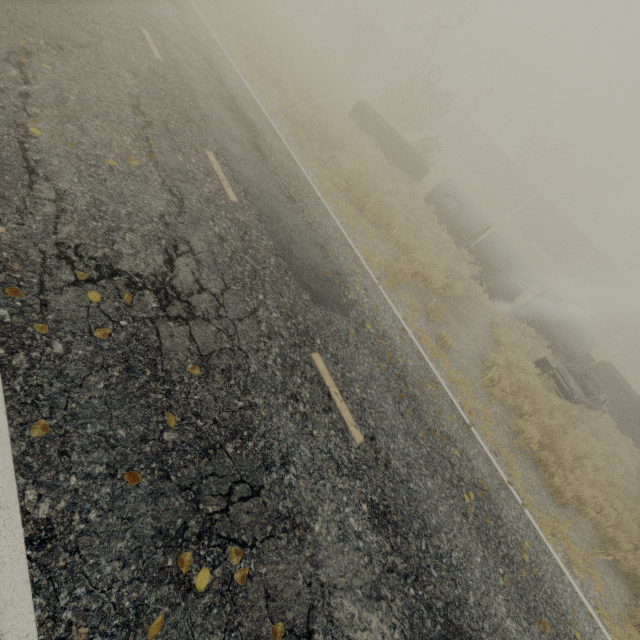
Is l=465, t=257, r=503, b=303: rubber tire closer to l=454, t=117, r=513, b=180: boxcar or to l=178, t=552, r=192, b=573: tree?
l=178, t=552, r=192, b=573: tree

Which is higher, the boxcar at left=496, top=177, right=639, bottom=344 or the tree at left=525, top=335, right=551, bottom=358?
the boxcar at left=496, top=177, right=639, bottom=344

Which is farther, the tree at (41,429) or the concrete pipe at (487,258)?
the concrete pipe at (487,258)

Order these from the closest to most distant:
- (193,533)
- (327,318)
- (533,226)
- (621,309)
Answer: (193,533) → (327,318) → (621,309) → (533,226)

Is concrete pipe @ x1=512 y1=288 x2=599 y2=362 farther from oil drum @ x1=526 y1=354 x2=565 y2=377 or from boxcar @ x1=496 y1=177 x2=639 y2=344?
boxcar @ x1=496 y1=177 x2=639 y2=344

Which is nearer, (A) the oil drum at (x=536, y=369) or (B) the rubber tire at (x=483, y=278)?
(A) the oil drum at (x=536, y=369)

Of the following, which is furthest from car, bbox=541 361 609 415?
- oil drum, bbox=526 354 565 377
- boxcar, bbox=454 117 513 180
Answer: boxcar, bbox=454 117 513 180

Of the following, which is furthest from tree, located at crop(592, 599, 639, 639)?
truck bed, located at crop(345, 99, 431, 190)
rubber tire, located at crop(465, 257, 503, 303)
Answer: rubber tire, located at crop(465, 257, 503, 303)
